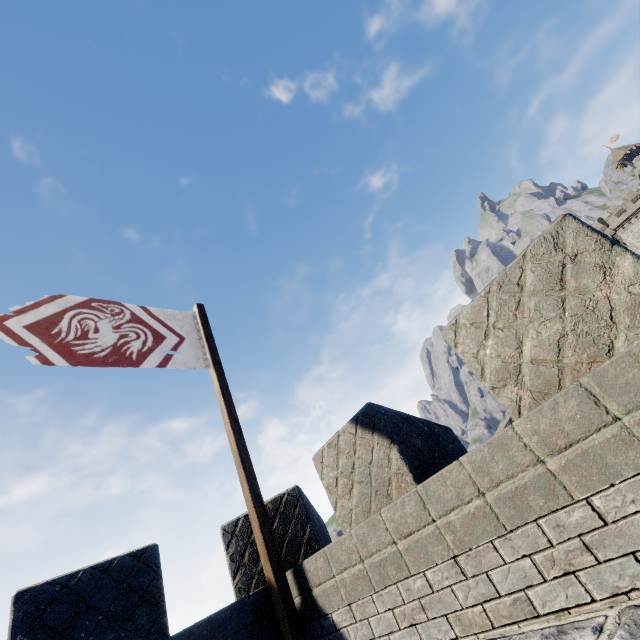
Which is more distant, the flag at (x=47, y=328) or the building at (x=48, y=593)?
the flag at (x=47, y=328)

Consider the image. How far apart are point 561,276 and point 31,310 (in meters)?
6.24

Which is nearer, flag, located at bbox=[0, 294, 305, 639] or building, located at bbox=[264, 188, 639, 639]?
building, located at bbox=[264, 188, 639, 639]

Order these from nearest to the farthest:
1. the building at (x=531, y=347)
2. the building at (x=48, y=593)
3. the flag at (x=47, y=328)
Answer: the building at (x=531, y=347), the building at (x=48, y=593), the flag at (x=47, y=328)

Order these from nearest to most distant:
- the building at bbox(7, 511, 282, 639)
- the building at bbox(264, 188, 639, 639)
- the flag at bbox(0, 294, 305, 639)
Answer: the building at bbox(264, 188, 639, 639)
the building at bbox(7, 511, 282, 639)
the flag at bbox(0, 294, 305, 639)

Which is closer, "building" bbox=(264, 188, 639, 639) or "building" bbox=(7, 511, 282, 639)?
"building" bbox=(264, 188, 639, 639)
